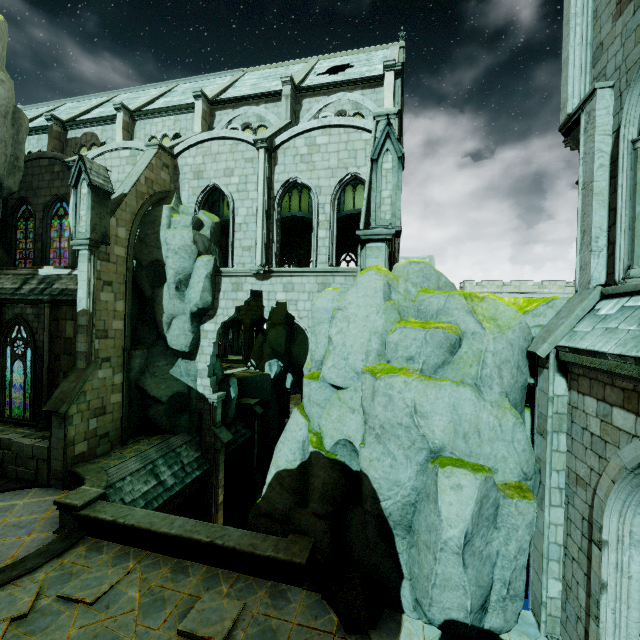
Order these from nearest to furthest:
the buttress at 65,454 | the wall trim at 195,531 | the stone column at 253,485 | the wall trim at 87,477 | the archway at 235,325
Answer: the wall trim at 195,531
the wall trim at 87,477
the buttress at 65,454
the stone column at 253,485
the archway at 235,325

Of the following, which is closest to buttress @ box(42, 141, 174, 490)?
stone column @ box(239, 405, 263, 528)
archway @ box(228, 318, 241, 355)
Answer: stone column @ box(239, 405, 263, 528)

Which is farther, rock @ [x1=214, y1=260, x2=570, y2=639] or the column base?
the column base

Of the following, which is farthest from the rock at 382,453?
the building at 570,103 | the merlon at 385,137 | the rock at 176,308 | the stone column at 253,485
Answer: the stone column at 253,485

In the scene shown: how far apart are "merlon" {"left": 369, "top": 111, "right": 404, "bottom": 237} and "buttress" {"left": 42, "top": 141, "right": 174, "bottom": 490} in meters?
11.0

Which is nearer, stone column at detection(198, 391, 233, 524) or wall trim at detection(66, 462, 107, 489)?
wall trim at detection(66, 462, 107, 489)

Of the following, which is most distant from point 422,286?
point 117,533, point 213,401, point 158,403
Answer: point 158,403

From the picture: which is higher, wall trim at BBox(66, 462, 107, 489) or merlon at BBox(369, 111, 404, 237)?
merlon at BBox(369, 111, 404, 237)
